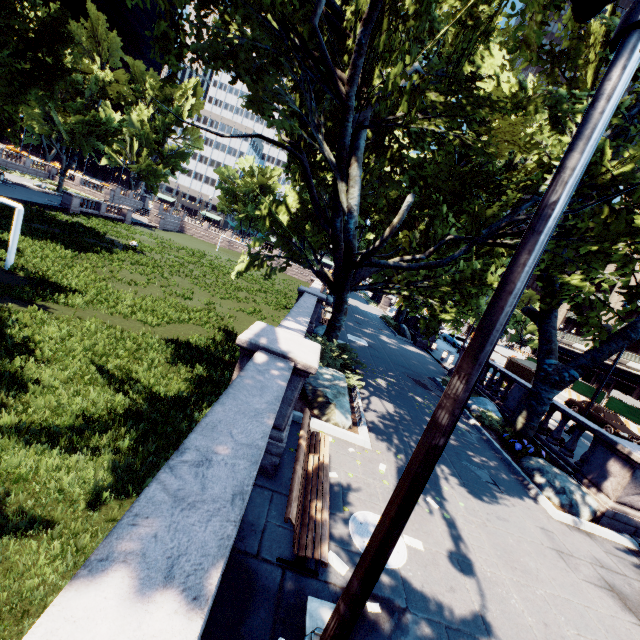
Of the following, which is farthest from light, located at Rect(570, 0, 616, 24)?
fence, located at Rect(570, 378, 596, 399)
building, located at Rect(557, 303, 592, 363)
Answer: building, located at Rect(557, 303, 592, 363)

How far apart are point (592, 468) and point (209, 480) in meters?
11.7 m

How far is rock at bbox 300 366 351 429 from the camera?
8.4 meters

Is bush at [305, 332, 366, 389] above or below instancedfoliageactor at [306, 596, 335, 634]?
above

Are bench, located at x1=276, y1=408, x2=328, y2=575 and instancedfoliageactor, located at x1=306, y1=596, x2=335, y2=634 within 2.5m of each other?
yes

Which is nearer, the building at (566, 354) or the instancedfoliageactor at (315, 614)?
the instancedfoliageactor at (315, 614)

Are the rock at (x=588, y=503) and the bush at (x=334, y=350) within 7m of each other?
yes

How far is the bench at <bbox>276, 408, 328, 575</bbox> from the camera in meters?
4.1
